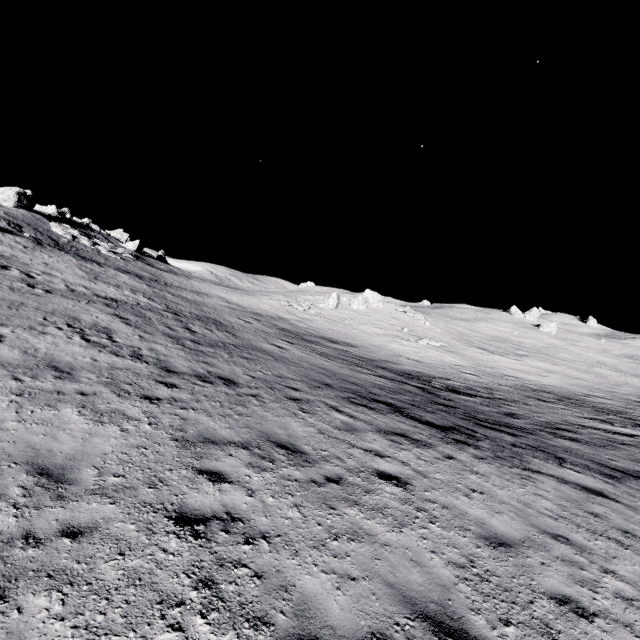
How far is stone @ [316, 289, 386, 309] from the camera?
44.0 meters

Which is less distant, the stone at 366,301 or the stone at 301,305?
the stone at 301,305

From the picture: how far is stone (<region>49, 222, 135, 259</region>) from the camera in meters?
33.7

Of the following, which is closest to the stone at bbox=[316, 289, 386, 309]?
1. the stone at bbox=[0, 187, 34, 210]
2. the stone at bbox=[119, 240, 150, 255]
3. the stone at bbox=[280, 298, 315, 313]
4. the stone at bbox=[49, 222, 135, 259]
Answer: the stone at bbox=[280, 298, 315, 313]

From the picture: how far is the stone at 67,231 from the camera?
33.7 meters

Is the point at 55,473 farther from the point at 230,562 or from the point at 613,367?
the point at 613,367

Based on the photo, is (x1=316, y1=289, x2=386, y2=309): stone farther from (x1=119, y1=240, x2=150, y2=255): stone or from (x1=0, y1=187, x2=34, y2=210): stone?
(x1=0, y1=187, x2=34, y2=210): stone

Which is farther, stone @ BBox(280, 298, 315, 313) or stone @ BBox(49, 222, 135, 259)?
stone @ BBox(280, 298, 315, 313)
